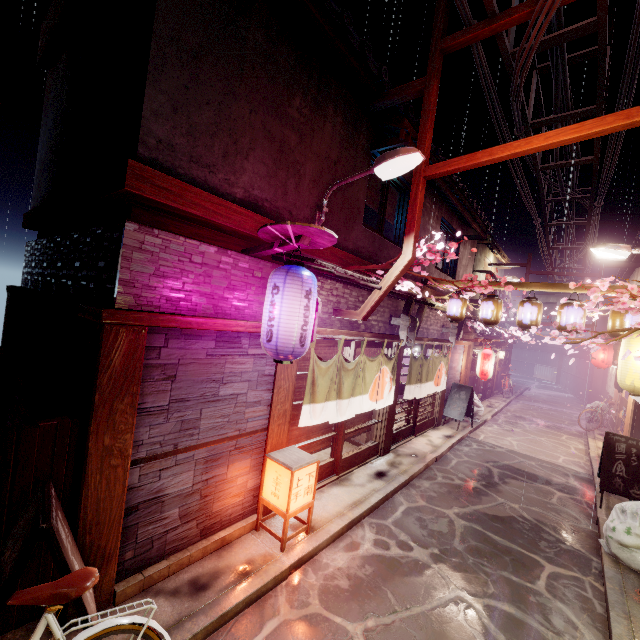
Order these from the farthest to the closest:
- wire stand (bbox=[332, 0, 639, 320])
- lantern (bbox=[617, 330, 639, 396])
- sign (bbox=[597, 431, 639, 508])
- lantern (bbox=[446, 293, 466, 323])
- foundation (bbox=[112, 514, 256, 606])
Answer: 1. lantern (bbox=[446, 293, 466, 323])
2. sign (bbox=[597, 431, 639, 508])
3. lantern (bbox=[617, 330, 639, 396])
4. wire stand (bbox=[332, 0, 639, 320])
5. foundation (bbox=[112, 514, 256, 606])

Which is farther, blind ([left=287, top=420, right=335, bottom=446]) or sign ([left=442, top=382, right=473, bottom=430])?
sign ([left=442, top=382, right=473, bottom=430])

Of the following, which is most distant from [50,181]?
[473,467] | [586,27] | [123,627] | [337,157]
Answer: [473,467]

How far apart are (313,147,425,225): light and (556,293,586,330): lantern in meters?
8.9

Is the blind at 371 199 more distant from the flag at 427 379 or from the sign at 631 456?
the sign at 631 456

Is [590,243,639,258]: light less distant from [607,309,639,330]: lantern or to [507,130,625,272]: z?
[607,309,639,330]: lantern

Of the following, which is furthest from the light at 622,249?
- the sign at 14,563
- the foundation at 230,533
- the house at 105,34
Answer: the sign at 14,563

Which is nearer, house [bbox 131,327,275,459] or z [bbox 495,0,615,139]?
house [bbox 131,327,275,459]
